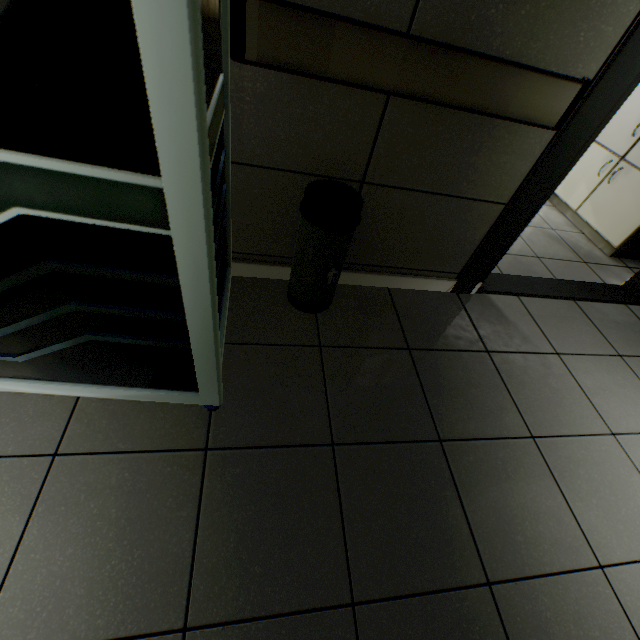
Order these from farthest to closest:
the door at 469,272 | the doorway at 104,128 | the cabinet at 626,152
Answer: the cabinet at 626,152 < the door at 469,272 < the doorway at 104,128

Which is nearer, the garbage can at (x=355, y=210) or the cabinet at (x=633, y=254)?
the garbage can at (x=355, y=210)

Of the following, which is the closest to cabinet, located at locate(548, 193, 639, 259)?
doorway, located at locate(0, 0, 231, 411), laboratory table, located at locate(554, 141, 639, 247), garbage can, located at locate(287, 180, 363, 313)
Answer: laboratory table, located at locate(554, 141, 639, 247)

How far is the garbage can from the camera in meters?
1.3 m

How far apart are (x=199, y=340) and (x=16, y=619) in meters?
0.9 m

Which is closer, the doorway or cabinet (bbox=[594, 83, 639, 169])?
the doorway

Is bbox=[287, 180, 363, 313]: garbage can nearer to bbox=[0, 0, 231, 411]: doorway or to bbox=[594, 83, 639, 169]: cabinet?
bbox=[0, 0, 231, 411]: doorway
